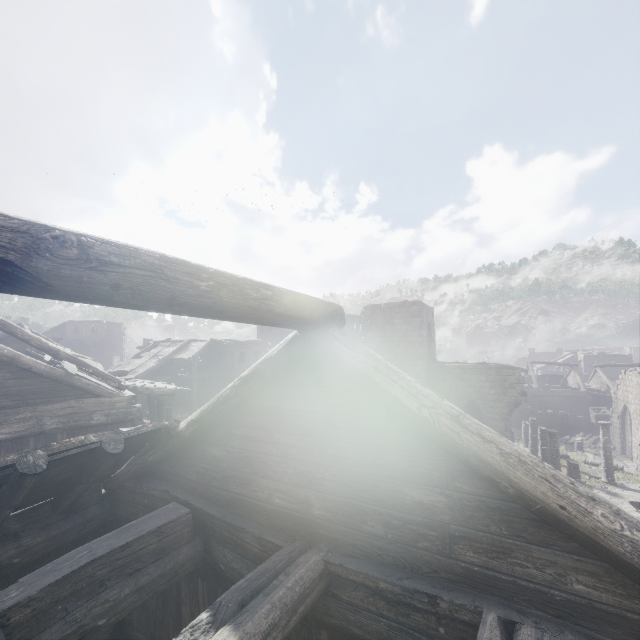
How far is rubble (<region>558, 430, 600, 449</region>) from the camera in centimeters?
2808cm

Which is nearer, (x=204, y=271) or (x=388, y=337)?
(x=204, y=271)

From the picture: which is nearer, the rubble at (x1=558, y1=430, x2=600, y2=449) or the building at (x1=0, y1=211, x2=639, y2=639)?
the building at (x1=0, y1=211, x2=639, y2=639)

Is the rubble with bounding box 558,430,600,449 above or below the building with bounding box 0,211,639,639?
below

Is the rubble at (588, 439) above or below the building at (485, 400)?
below

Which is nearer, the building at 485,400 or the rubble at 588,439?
the building at 485,400
